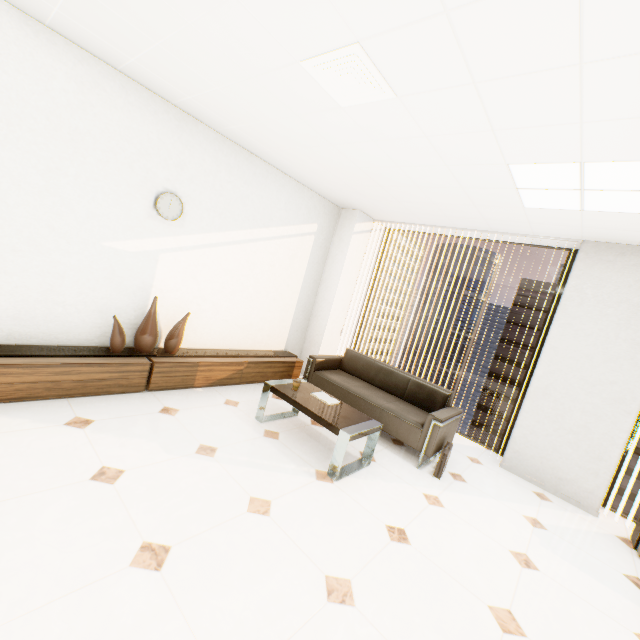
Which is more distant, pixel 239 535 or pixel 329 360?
pixel 329 360

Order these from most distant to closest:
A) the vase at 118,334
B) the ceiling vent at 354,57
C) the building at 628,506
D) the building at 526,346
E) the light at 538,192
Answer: the building at 526,346
the building at 628,506
the vase at 118,334
the light at 538,192
the ceiling vent at 354,57

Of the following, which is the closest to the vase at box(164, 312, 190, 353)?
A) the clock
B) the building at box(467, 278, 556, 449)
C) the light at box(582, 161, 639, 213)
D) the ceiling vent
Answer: the clock

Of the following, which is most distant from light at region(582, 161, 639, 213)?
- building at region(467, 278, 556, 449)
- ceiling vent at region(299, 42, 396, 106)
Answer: building at region(467, 278, 556, 449)

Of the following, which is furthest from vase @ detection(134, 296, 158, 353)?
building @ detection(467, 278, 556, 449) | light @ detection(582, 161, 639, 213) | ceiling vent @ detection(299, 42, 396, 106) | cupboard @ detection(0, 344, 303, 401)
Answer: building @ detection(467, 278, 556, 449)

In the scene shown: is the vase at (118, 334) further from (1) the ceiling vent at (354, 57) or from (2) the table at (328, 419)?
(1) the ceiling vent at (354, 57)

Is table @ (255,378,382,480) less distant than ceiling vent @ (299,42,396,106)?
No

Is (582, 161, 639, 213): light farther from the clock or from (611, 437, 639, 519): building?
(611, 437, 639, 519): building
